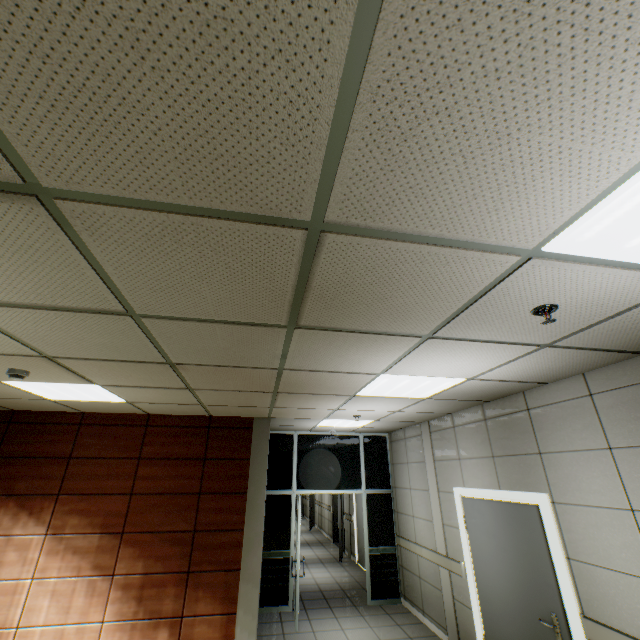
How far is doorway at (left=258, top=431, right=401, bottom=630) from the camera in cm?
634

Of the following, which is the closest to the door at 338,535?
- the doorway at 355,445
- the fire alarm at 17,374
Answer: the doorway at 355,445

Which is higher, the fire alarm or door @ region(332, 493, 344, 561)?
the fire alarm

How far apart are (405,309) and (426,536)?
5.76m

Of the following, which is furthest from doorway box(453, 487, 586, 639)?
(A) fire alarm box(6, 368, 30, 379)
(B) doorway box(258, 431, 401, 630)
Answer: (A) fire alarm box(6, 368, 30, 379)

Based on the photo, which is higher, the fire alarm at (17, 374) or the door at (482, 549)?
the fire alarm at (17, 374)

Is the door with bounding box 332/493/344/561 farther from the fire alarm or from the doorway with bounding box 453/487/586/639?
the fire alarm
